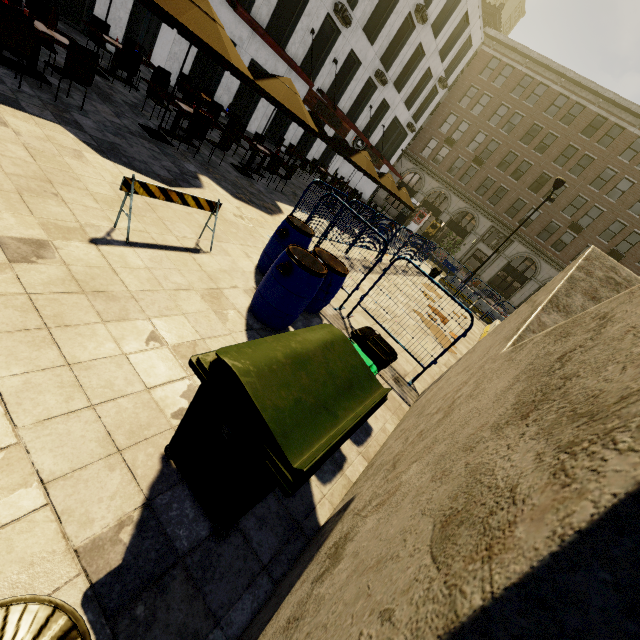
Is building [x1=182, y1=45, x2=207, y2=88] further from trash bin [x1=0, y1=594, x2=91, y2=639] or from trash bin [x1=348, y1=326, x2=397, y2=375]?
trash bin [x1=0, y1=594, x2=91, y2=639]

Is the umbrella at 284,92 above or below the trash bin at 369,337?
above

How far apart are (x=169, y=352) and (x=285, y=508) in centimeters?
176cm

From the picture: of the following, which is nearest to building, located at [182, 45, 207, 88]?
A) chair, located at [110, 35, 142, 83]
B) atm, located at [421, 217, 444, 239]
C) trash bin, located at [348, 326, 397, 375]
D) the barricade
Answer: chair, located at [110, 35, 142, 83]

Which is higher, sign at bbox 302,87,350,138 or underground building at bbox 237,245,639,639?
sign at bbox 302,87,350,138

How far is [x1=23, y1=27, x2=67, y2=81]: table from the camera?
5.6 meters

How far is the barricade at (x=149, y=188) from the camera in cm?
380

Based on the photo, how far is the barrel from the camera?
4.1 meters
